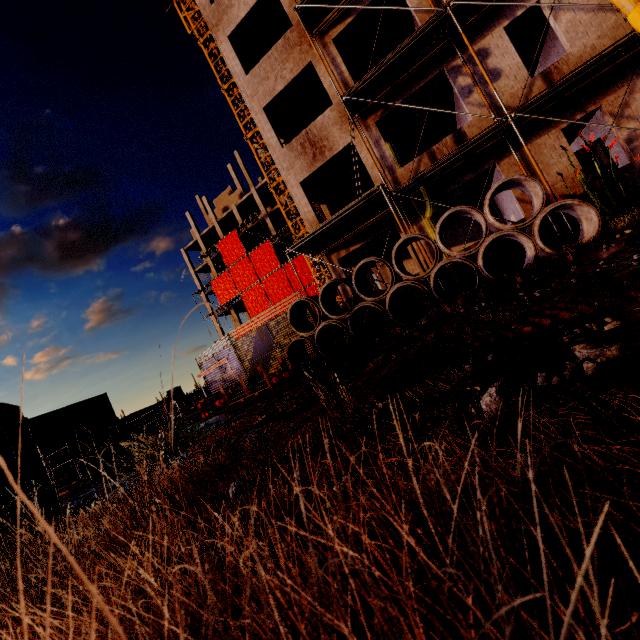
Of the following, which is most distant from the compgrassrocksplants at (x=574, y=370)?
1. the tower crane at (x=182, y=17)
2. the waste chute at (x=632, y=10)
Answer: the tower crane at (x=182, y=17)

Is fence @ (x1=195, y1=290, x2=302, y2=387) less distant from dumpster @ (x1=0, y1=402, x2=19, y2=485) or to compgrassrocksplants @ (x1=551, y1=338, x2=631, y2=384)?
dumpster @ (x1=0, y1=402, x2=19, y2=485)

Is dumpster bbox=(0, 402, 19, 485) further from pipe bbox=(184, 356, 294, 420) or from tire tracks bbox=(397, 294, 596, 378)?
pipe bbox=(184, 356, 294, 420)

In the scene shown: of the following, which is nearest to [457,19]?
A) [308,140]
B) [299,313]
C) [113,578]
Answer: [308,140]

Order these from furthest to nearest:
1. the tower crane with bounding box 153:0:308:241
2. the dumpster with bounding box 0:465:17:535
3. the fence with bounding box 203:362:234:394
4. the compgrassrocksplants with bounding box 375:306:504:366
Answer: the tower crane with bounding box 153:0:308:241 < the fence with bounding box 203:362:234:394 < the compgrassrocksplants with bounding box 375:306:504:366 < the dumpster with bounding box 0:465:17:535

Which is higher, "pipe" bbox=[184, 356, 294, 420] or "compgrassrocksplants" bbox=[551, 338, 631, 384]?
"pipe" bbox=[184, 356, 294, 420]

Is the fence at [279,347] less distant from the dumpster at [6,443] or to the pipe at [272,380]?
the pipe at [272,380]

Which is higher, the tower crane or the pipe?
the tower crane
